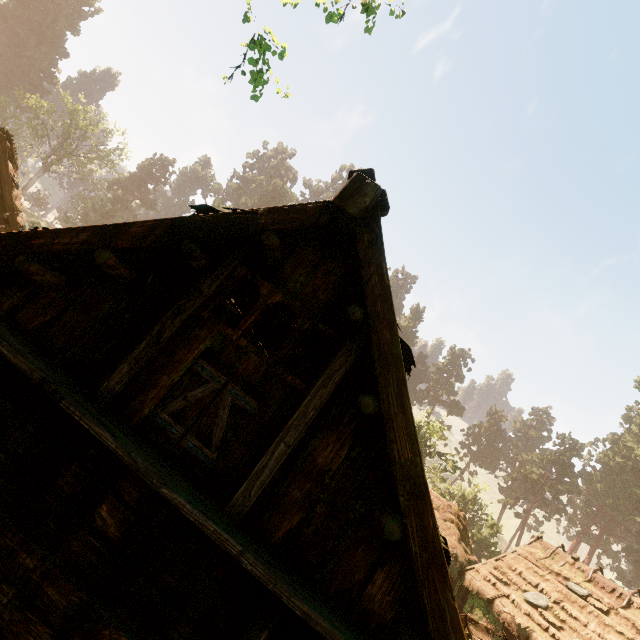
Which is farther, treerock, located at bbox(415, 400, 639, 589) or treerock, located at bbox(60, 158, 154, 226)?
treerock, located at bbox(60, 158, 154, 226)

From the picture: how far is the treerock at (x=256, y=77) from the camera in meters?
5.8 m

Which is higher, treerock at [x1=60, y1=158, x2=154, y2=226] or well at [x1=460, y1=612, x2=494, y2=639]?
treerock at [x1=60, y1=158, x2=154, y2=226]

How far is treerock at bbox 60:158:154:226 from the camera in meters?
52.5 m

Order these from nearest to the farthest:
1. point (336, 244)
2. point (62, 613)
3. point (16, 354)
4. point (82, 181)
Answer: point (62, 613), point (16, 354), point (336, 244), point (82, 181)

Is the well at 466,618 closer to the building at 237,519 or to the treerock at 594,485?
the building at 237,519

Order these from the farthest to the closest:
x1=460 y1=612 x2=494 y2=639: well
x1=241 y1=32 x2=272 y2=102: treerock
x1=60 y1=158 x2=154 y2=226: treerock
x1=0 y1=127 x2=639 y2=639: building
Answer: x1=60 y1=158 x2=154 y2=226: treerock
x1=460 y1=612 x2=494 y2=639: well
x1=241 y1=32 x2=272 y2=102: treerock
x1=0 y1=127 x2=639 y2=639: building
